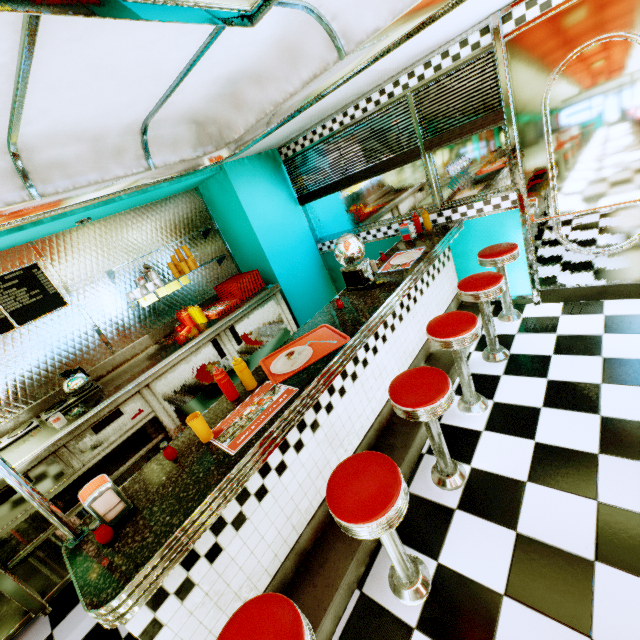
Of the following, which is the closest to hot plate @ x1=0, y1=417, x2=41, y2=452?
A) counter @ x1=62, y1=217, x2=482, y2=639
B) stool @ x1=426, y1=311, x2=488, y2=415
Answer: counter @ x1=62, y1=217, x2=482, y2=639

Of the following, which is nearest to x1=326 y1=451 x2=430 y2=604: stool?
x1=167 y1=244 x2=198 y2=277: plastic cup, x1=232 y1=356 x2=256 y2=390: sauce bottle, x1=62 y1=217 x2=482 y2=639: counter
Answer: x1=62 y1=217 x2=482 y2=639: counter

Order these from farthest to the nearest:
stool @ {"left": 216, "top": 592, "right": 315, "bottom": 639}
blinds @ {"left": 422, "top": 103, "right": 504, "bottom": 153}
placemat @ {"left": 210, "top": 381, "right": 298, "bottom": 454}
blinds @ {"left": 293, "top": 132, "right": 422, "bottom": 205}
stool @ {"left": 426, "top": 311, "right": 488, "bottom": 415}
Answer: blinds @ {"left": 293, "top": 132, "right": 422, "bottom": 205}
blinds @ {"left": 422, "top": 103, "right": 504, "bottom": 153}
stool @ {"left": 426, "top": 311, "right": 488, "bottom": 415}
placemat @ {"left": 210, "top": 381, "right": 298, "bottom": 454}
stool @ {"left": 216, "top": 592, "right": 315, "bottom": 639}

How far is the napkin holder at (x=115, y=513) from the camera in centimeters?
134cm

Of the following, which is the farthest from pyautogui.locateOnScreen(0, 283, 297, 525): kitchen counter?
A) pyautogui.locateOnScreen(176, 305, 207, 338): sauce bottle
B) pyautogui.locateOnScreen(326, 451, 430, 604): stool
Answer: pyautogui.locateOnScreen(326, 451, 430, 604): stool

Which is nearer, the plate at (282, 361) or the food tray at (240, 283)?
the plate at (282, 361)

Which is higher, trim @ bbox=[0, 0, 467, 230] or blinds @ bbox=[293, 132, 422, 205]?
trim @ bbox=[0, 0, 467, 230]

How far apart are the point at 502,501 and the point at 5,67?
3.52m
